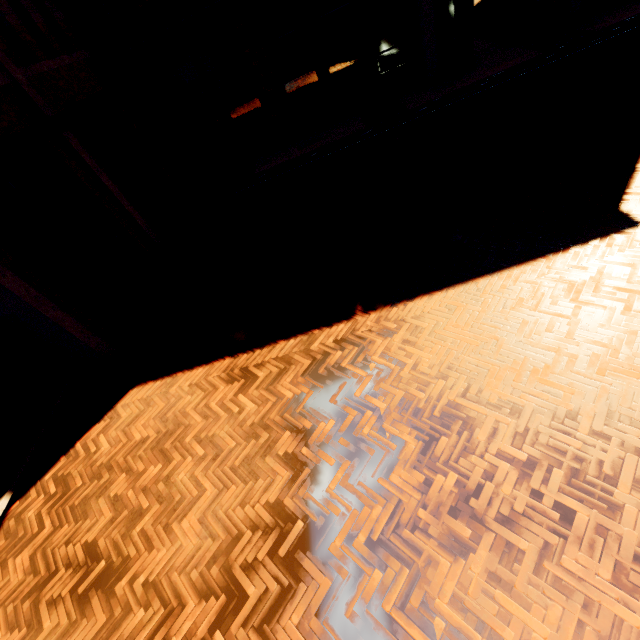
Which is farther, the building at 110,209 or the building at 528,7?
A: the building at 528,7

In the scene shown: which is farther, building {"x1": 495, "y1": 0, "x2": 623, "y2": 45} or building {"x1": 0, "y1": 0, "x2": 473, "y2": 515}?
building {"x1": 495, "y1": 0, "x2": 623, "y2": 45}

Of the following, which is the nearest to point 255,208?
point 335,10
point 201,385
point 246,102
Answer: point 246,102
